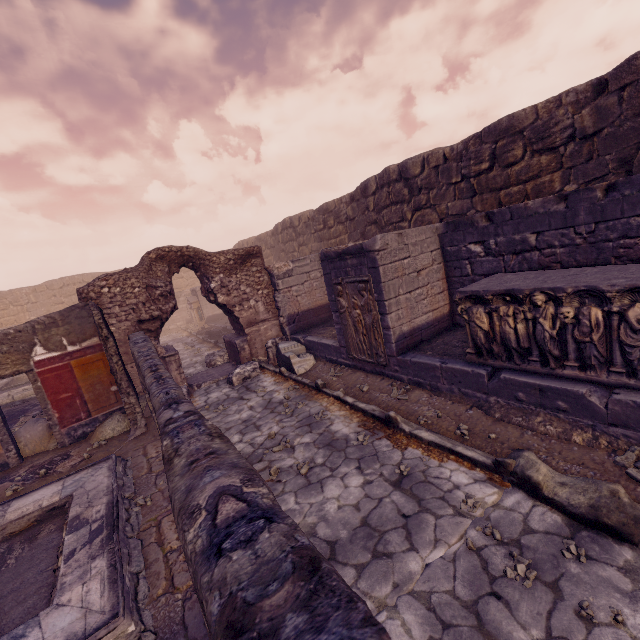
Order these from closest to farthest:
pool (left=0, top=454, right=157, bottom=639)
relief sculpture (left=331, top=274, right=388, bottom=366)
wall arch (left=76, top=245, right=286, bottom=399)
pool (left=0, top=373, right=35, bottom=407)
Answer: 1. pool (left=0, top=454, right=157, bottom=639)
2. relief sculpture (left=331, top=274, right=388, bottom=366)
3. wall arch (left=76, top=245, right=286, bottom=399)
4. pool (left=0, top=373, right=35, bottom=407)

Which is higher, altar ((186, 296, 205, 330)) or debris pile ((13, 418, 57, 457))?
altar ((186, 296, 205, 330))

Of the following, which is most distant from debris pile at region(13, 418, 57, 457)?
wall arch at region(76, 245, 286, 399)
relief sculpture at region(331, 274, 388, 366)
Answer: relief sculpture at region(331, 274, 388, 366)

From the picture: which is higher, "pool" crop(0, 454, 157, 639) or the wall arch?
the wall arch

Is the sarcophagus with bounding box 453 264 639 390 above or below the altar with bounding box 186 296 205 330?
below

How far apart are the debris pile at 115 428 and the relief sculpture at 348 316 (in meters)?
5.17

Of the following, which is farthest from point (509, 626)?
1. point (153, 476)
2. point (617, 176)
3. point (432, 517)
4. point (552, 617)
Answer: point (617, 176)

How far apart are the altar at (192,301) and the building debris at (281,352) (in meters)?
12.44
